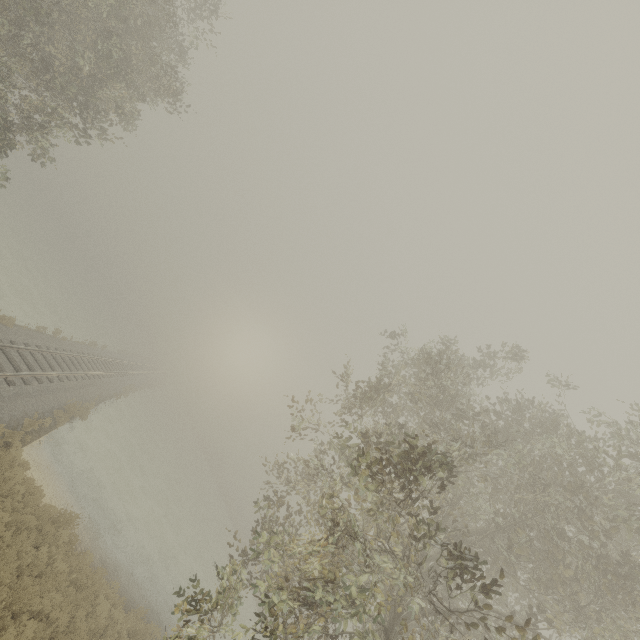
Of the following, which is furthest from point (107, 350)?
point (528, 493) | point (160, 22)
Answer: point (528, 493)
